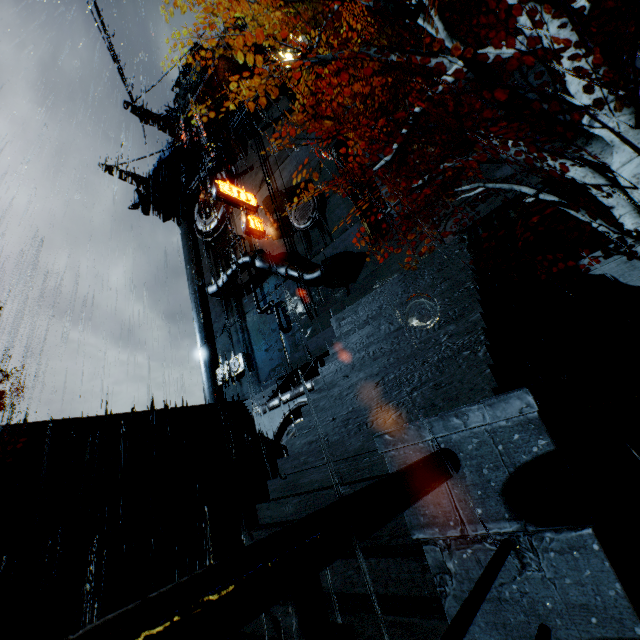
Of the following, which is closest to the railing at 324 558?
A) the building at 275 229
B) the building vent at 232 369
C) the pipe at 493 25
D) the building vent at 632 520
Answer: the building vent at 632 520

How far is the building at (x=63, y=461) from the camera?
12.98m

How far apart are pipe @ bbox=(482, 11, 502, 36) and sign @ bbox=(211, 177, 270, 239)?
17.98m

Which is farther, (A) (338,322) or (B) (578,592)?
(A) (338,322)

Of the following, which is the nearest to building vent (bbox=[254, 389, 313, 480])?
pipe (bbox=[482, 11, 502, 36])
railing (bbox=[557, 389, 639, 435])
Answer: railing (bbox=[557, 389, 639, 435])

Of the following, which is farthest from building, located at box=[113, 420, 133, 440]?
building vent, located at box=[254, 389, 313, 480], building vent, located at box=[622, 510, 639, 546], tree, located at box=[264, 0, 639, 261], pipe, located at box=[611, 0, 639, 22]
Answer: building vent, located at box=[622, 510, 639, 546]

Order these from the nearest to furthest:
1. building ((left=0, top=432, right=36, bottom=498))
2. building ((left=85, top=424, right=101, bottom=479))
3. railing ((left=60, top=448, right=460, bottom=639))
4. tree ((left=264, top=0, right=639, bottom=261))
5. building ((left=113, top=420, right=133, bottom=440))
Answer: railing ((left=60, top=448, right=460, bottom=639)), tree ((left=264, top=0, right=639, bottom=261)), building ((left=0, top=432, right=36, bottom=498)), building ((left=85, top=424, right=101, bottom=479)), building ((left=113, top=420, right=133, bottom=440))

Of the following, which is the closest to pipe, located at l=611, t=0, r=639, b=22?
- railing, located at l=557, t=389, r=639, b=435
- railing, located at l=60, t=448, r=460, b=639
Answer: railing, located at l=557, t=389, r=639, b=435
